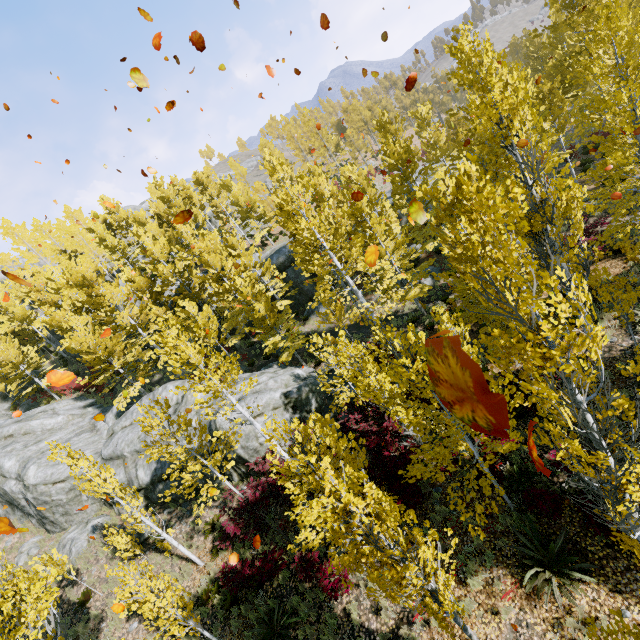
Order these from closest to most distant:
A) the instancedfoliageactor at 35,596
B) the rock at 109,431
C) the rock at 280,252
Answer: the instancedfoliageactor at 35,596, the rock at 109,431, the rock at 280,252

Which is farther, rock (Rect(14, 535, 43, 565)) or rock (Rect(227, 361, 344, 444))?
rock (Rect(14, 535, 43, 565))

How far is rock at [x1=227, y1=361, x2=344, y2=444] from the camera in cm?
1580

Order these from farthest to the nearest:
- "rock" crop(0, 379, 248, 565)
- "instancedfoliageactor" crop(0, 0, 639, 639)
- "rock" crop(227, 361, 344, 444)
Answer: "rock" crop(0, 379, 248, 565), "rock" crop(227, 361, 344, 444), "instancedfoliageactor" crop(0, 0, 639, 639)

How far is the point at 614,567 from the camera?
6.7 meters

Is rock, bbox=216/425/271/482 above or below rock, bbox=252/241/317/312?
below

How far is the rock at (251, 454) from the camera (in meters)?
15.00
